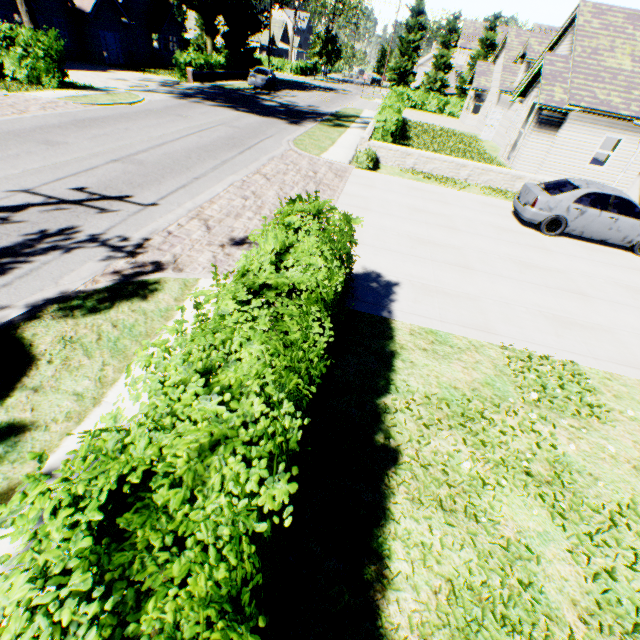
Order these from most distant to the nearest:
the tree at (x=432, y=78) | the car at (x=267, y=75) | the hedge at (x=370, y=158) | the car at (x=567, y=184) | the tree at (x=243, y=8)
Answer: the tree at (x=432, y=78) < the car at (x=267, y=75) < the tree at (x=243, y=8) < the hedge at (x=370, y=158) < the car at (x=567, y=184)

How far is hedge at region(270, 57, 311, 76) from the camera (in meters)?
53.00

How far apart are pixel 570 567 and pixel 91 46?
41.6m

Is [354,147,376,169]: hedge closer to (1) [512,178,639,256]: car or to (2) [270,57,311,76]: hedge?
(1) [512,178,639,256]: car

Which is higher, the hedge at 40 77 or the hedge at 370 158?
the hedge at 40 77

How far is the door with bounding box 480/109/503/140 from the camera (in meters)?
26.37

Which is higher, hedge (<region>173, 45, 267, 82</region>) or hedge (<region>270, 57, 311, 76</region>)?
hedge (<region>173, 45, 267, 82</region>)

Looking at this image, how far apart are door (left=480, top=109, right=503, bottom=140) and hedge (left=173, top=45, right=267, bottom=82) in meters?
26.4
